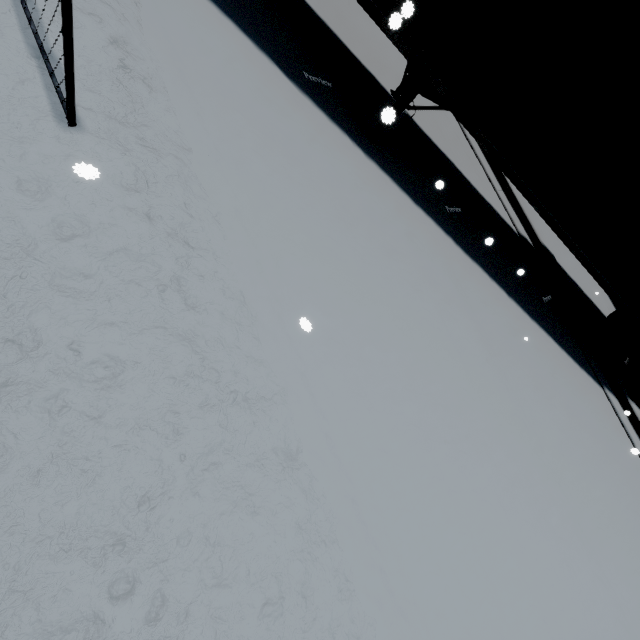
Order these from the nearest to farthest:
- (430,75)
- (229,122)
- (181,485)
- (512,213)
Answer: (181,485)
(229,122)
(430,75)
(512,213)
